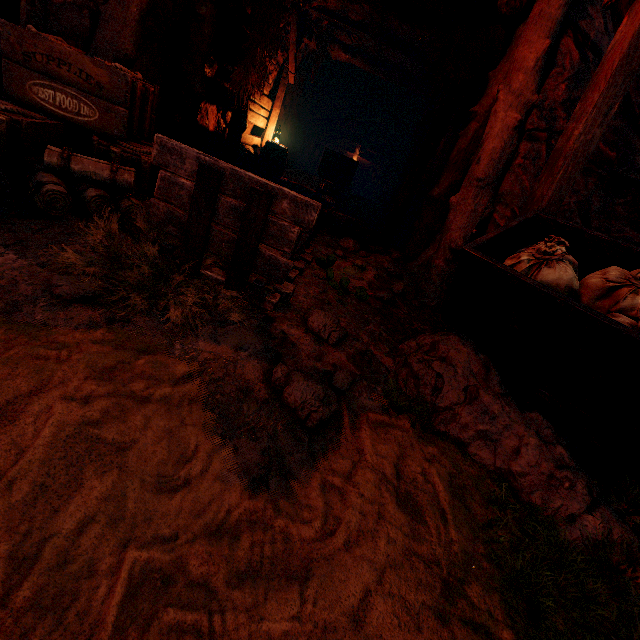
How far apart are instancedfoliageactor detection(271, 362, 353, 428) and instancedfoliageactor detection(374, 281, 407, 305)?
0.93m

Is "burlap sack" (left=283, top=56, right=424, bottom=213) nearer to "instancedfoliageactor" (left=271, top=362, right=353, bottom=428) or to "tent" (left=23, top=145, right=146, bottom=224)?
"tent" (left=23, top=145, right=146, bottom=224)

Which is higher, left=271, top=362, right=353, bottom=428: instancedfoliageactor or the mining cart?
the mining cart

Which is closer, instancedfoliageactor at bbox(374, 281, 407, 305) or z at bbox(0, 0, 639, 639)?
z at bbox(0, 0, 639, 639)

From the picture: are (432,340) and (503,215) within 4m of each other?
yes

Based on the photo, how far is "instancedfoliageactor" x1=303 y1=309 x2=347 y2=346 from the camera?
2.6m

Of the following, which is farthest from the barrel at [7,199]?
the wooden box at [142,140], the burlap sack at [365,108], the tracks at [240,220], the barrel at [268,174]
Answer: the burlap sack at [365,108]

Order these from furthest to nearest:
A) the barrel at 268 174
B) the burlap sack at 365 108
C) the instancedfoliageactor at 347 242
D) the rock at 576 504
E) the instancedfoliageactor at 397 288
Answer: the burlap sack at 365 108 → the barrel at 268 174 → the instancedfoliageactor at 347 242 → the instancedfoliageactor at 397 288 → the rock at 576 504
